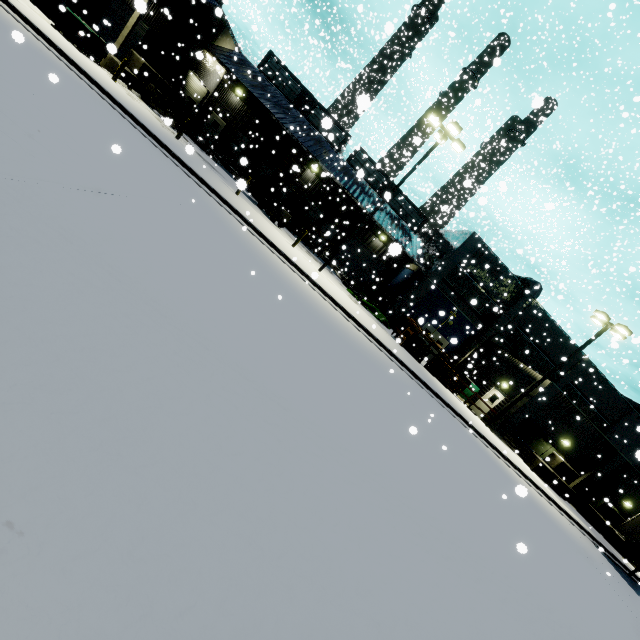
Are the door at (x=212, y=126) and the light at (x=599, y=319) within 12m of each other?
no

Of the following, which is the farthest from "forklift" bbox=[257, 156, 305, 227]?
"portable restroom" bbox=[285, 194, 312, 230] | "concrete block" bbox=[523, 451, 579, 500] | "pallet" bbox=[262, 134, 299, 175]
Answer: "concrete block" bbox=[523, 451, 579, 500]

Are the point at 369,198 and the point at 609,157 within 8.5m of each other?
no

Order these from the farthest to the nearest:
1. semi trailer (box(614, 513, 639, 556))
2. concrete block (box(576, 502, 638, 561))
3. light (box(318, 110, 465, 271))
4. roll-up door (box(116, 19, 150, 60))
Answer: roll-up door (box(116, 19, 150, 60)) → concrete block (box(576, 502, 638, 561)) → semi trailer (box(614, 513, 639, 556)) → light (box(318, 110, 465, 271))

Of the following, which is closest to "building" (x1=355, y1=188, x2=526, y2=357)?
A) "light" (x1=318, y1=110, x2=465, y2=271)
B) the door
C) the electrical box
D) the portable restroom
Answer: the door

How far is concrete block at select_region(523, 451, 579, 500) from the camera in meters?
21.2

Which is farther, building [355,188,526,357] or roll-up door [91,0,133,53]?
building [355,188,526,357]

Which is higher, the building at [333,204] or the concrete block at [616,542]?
the building at [333,204]
